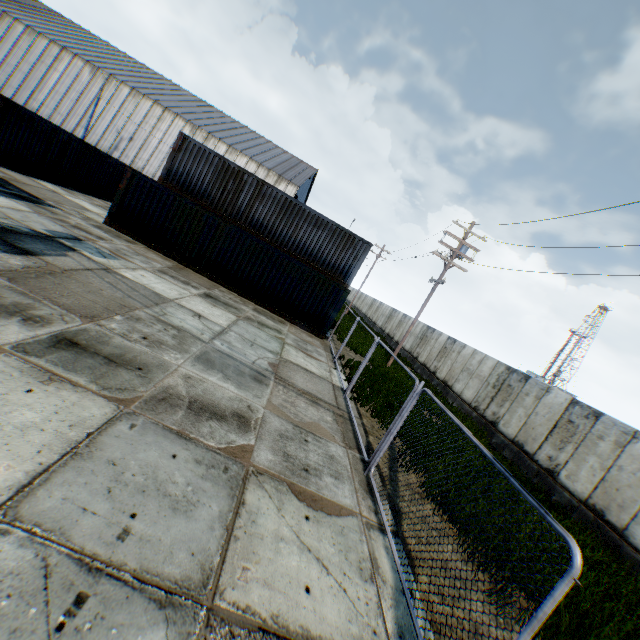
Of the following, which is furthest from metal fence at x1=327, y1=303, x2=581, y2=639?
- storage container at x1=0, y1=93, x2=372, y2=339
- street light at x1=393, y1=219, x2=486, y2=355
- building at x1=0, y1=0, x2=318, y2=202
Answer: building at x1=0, y1=0, x2=318, y2=202

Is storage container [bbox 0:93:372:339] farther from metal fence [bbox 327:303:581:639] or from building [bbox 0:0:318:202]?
building [bbox 0:0:318:202]

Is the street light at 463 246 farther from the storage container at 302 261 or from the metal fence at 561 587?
the metal fence at 561 587

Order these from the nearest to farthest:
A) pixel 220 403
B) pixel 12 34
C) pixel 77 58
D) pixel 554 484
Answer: pixel 220 403 < pixel 554 484 < pixel 12 34 < pixel 77 58

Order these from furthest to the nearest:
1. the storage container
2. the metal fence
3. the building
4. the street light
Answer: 1. the building
2. the street light
3. the storage container
4. the metal fence

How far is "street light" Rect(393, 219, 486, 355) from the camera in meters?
18.1 m

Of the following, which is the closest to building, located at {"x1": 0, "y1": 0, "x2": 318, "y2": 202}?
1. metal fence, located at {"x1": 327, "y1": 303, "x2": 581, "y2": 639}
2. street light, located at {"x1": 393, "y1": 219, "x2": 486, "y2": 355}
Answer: metal fence, located at {"x1": 327, "y1": 303, "x2": 581, "y2": 639}

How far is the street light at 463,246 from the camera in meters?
18.1
